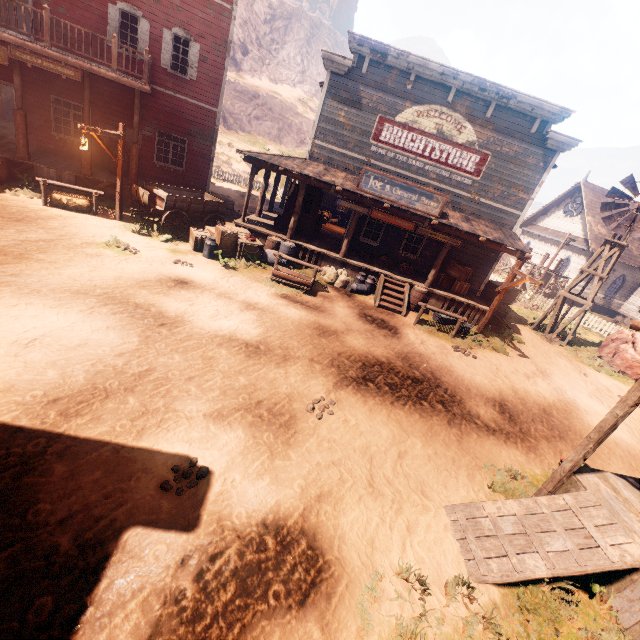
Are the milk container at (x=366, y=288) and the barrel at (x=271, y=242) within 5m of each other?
yes

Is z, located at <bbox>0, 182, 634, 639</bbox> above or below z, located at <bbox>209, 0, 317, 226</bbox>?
below

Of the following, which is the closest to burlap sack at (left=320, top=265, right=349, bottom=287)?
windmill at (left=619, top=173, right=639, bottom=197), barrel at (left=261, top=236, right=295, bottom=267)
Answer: barrel at (left=261, top=236, right=295, bottom=267)

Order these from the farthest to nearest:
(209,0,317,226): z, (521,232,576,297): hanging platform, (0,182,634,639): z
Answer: (209,0,317,226): z
(521,232,576,297): hanging platform
(0,182,634,639): z

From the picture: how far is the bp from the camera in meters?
14.6 m

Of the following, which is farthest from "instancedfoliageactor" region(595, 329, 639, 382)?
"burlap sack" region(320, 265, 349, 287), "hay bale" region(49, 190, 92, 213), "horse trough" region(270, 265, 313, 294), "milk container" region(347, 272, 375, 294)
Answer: "hay bale" region(49, 190, 92, 213)

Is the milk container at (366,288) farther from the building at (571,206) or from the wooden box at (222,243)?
the wooden box at (222,243)

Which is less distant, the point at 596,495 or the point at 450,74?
the point at 596,495
